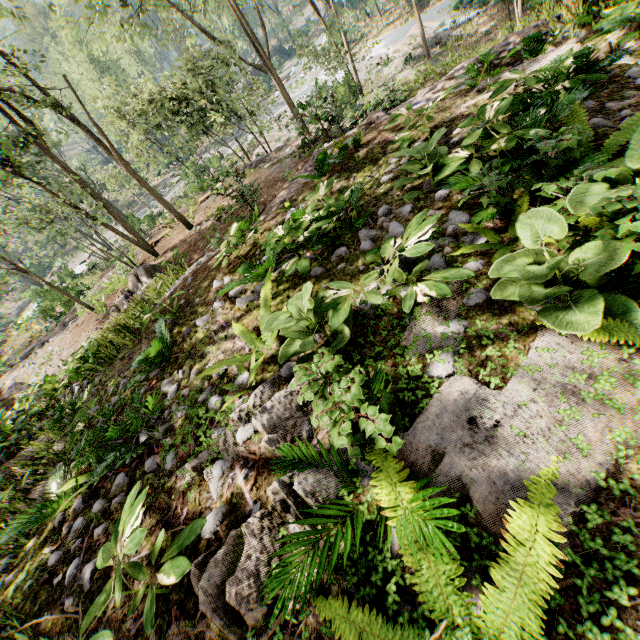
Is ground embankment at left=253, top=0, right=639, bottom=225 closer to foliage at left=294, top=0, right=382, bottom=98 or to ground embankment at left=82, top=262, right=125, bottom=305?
foliage at left=294, top=0, right=382, bottom=98

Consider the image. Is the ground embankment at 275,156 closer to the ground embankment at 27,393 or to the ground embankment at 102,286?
the ground embankment at 102,286

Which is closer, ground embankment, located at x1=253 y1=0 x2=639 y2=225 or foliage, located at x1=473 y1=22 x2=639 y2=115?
foliage, located at x1=473 y1=22 x2=639 y2=115

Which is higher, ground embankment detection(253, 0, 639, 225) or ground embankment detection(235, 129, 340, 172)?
ground embankment detection(253, 0, 639, 225)

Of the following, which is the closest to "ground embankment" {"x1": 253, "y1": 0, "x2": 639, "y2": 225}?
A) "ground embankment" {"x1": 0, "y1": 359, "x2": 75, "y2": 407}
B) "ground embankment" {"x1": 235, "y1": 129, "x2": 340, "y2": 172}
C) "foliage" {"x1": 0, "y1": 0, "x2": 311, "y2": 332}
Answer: "foliage" {"x1": 0, "y1": 0, "x2": 311, "y2": 332}

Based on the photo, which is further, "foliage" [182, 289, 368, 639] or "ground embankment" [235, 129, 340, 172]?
"ground embankment" [235, 129, 340, 172]

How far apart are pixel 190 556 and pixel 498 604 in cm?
244

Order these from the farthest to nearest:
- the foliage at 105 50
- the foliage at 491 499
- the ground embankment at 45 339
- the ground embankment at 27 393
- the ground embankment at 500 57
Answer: the ground embankment at 45 339 < the foliage at 105 50 < the ground embankment at 27 393 < the ground embankment at 500 57 < the foliage at 491 499
